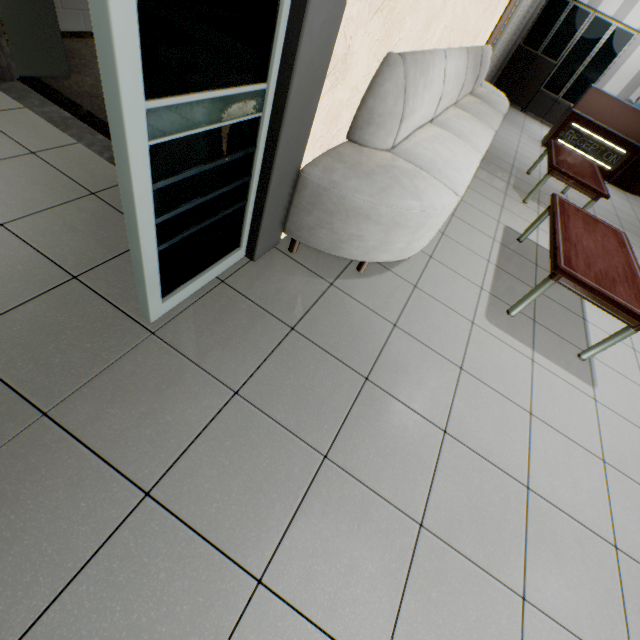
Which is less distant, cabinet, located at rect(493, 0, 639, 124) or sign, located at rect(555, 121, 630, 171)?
sign, located at rect(555, 121, 630, 171)

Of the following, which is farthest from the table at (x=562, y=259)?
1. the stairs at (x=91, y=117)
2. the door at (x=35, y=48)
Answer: the door at (x=35, y=48)

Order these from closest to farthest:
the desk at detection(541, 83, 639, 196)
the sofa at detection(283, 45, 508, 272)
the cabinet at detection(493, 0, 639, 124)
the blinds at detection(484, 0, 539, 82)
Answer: the sofa at detection(283, 45, 508, 272) < the blinds at detection(484, 0, 539, 82) < the desk at detection(541, 83, 639, 196) < the cabinet at detection(493, 0, 639, 124)

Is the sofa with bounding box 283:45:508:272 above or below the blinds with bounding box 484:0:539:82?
below

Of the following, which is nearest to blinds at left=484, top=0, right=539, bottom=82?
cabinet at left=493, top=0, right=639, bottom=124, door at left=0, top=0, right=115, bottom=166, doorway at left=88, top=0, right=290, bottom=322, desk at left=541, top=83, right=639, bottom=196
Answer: cabinet at left=493, top=0, right=639, bottom=124

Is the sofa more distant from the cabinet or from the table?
the cabinet

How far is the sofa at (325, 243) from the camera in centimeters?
184cm

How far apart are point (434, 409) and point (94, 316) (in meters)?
1.80
